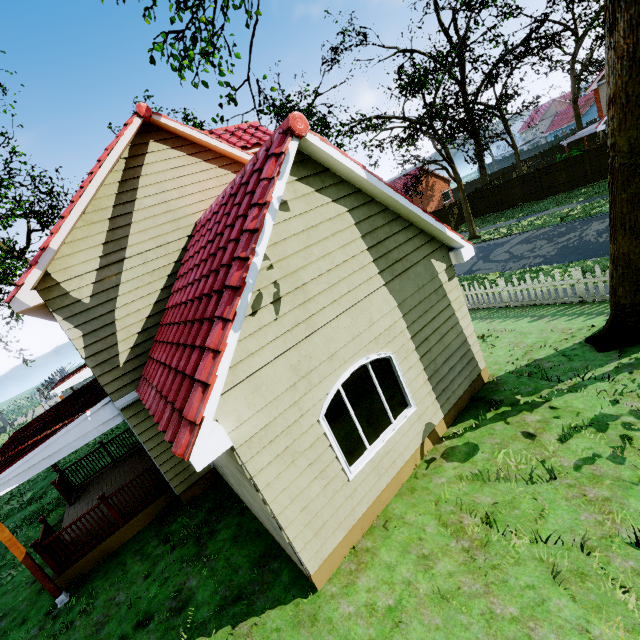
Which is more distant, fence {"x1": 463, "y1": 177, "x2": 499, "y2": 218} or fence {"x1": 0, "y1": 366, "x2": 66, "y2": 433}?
fence {"x1": 0, "y1": 366, "x2": 66, "y2": 433}

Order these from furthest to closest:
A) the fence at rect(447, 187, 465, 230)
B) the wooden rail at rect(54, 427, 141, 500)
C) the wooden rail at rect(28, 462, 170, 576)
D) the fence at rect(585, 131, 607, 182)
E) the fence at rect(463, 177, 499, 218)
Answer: the fence at rect(447, 187, 465, 230)
the fence at rect(463, 177, 499, 218)
the fence at rect(585, 131, 607, 182)
the wooden rail at rect(54, 427, 141, 500)
the wooden rail at rect(28, 462, 170, 576)

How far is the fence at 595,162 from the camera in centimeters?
2158cm

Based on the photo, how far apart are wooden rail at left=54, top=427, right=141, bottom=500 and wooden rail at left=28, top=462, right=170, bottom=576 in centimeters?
263cm

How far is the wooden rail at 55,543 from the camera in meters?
7.5 m

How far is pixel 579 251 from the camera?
13.5 meters

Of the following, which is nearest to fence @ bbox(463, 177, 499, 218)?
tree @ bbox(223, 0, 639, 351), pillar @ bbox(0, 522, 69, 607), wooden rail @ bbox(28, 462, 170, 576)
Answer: tree @ bbox(223, 0, 639, 351)

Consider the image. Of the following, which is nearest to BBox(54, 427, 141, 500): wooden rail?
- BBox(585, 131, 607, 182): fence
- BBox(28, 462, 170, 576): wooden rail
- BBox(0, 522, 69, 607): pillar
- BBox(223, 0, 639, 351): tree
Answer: BBox(28, 462, 170, 576): wooden rail
